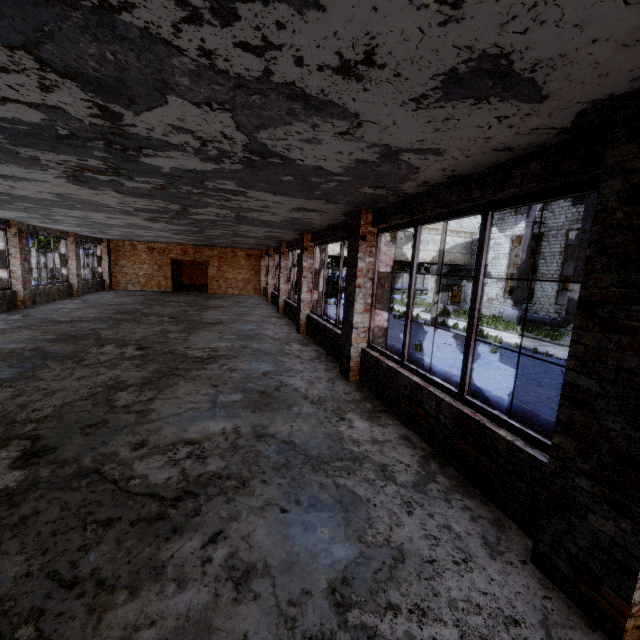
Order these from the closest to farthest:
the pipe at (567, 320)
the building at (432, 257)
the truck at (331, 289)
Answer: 1. the pipe at (567, 320)
2. the building at (432, 257)
3. the truck at (331, 289)

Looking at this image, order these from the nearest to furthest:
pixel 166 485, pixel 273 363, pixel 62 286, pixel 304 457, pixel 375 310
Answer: pixel 166 485 → pixel 304 457 → pixel 375 310 → pixel 273 363 → pixel 62 286

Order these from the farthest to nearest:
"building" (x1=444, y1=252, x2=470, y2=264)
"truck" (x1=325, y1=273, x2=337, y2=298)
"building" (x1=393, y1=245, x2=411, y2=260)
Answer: "truck" (x1=325, y1=273, x2=337, y2=298) < "building" (x1=444, y1=252, x2=470, y2=264) < "building" (x1=393, y1=245, x2=411, y2=260)

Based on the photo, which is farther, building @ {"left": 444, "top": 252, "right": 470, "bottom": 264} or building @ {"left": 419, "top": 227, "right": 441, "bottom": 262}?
building @ {"left": 444, "top": 252, "right": 470, "bottom": 264}

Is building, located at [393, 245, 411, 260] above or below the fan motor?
above

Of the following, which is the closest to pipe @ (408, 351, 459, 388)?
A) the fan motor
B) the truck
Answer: the truck

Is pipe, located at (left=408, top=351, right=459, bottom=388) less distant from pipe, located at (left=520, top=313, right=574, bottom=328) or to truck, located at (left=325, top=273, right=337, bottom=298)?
truck, located at (left=325, top=273, right=337, bottom=298)

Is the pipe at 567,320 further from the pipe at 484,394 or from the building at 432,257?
the pipe at 484,394
